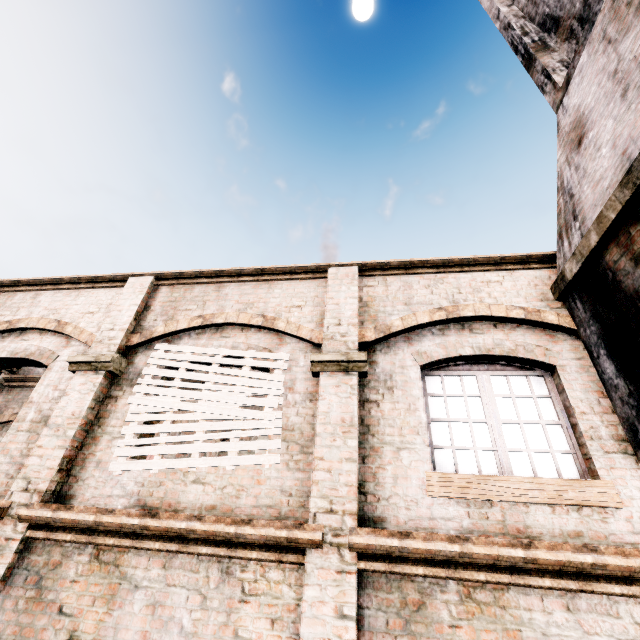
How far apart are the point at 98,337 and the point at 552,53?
12.0 meters
